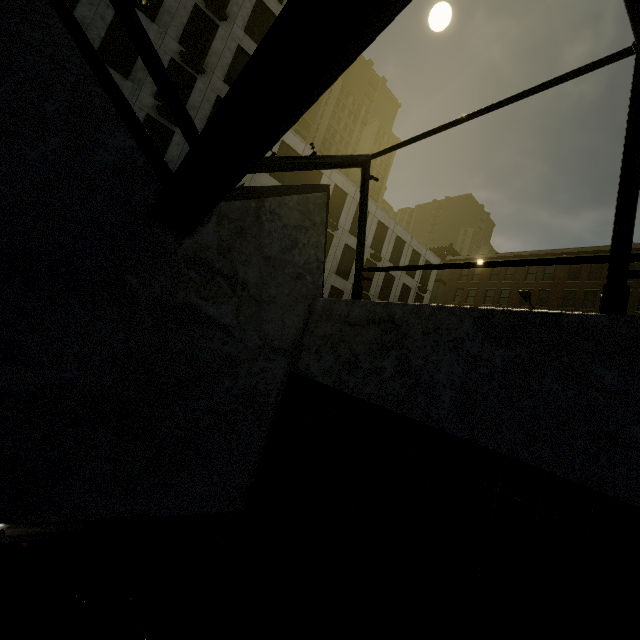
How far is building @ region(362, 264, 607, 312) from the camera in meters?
32.0 m

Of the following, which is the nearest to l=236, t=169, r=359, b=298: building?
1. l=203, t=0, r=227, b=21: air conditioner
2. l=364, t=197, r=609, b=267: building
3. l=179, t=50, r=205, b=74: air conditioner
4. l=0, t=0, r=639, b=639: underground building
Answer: l=179, t=50, r=205, b=74: air conditioner

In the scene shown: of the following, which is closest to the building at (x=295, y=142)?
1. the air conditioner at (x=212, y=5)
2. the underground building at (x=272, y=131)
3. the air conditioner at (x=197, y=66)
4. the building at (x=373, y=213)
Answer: the air conditioner at (x=197, y=66)

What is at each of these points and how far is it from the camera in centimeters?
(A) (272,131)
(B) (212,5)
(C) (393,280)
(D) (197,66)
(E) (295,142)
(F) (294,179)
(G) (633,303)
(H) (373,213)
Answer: (A) underground building, 275cm
(B) air conditioner, 1945cm
(C) building, 3309cm
(D) air conditioner, 1923cm
(E) building, 2441cm
(F) building, 2503cm
(G) building, 2931cm
(H) building, 3023cm

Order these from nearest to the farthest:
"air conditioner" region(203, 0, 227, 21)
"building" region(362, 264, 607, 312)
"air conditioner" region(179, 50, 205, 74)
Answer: "air conditioner" region(179, 50, 205, 74), "air conditioner" region(203, 0, 227, 21), "building" region(362, 264, 607, 312)

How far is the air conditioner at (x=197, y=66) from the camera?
18.8m

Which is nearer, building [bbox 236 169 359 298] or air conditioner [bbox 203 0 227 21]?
air conditioner [bbox 203 0 227 21]
